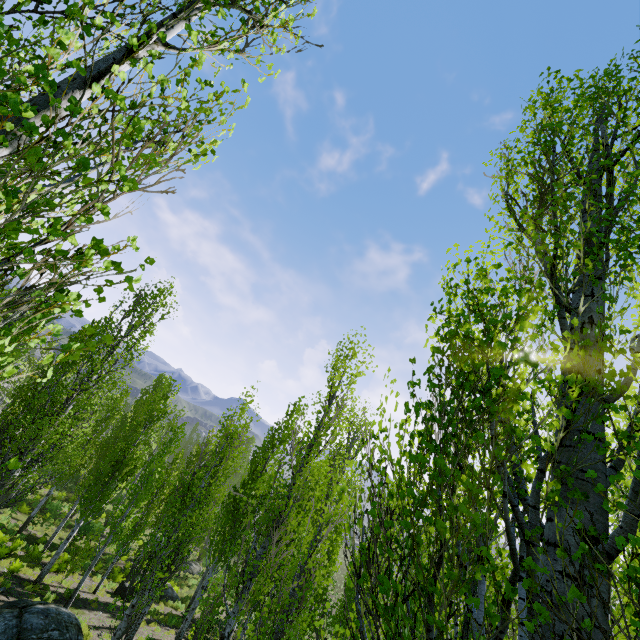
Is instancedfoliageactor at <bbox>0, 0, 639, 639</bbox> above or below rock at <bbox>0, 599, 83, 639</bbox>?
above

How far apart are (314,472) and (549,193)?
9.4 meters

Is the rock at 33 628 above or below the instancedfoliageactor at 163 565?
below

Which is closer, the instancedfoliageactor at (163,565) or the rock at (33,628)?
the instancedfoliageactor at (163,565)

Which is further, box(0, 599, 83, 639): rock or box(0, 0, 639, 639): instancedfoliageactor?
box(0, 599, 83, 639): rock
